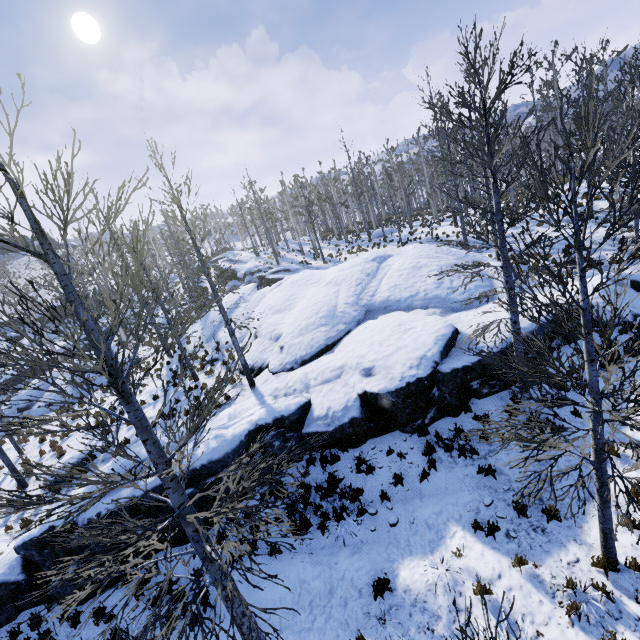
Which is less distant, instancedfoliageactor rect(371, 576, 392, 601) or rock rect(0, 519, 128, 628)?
instancedfoliageactor rect(371, 576, 392, 601)

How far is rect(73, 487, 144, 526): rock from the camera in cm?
835

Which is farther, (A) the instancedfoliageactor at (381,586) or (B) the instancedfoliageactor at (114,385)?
(A) the instancedfoliageactor at (381,586)

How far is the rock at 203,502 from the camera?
8.6 meters

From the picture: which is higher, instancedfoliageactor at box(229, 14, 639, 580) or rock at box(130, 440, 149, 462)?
rock at box(130, 440, 149, 462)

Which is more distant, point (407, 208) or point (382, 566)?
point (407, 208)

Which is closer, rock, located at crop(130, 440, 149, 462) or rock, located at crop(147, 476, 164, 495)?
rock, located at crop(147, 476, 164, 495)

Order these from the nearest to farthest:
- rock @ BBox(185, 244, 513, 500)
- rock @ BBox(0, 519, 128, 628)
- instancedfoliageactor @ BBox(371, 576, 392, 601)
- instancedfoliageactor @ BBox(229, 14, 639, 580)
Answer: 1. instancedfoliageactor @ BBox(229, 14, 639, 580)
2. instancedfoliageactor @ BBox(371, 576, 392, 601)
3. rock @ BBox(0, 519, 128, 628)
4. rock @ BBox(185, 244, 513, 500)
